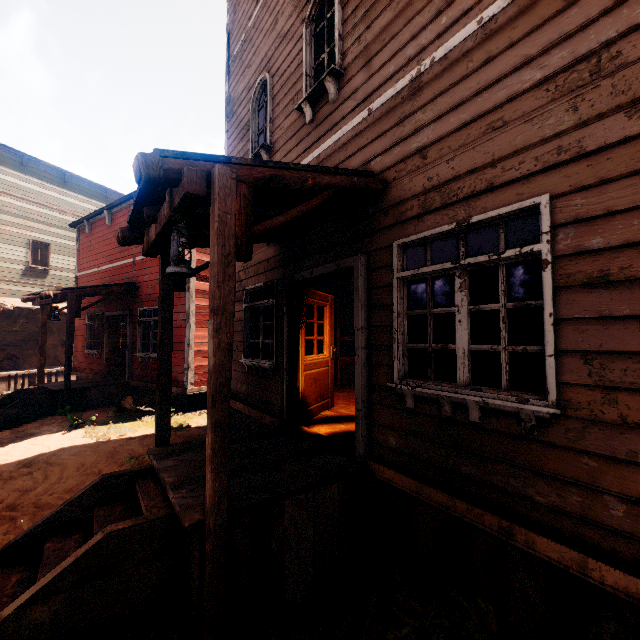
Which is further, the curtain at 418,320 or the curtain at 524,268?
the curtain at 418,320

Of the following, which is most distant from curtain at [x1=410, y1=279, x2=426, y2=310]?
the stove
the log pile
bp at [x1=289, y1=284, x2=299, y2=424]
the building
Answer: the log pile

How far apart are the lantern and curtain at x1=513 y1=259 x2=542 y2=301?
2.6m

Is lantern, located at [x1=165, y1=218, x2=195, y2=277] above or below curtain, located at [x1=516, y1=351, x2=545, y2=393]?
above

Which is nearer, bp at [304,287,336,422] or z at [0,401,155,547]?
z at [0,401,155,547]

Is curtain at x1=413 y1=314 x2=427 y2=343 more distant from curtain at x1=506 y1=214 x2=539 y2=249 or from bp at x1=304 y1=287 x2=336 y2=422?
bp at x1=304 y1=287 x2=336 y2=422

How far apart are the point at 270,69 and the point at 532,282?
6.2 meters

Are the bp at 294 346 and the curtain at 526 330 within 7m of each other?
yes
